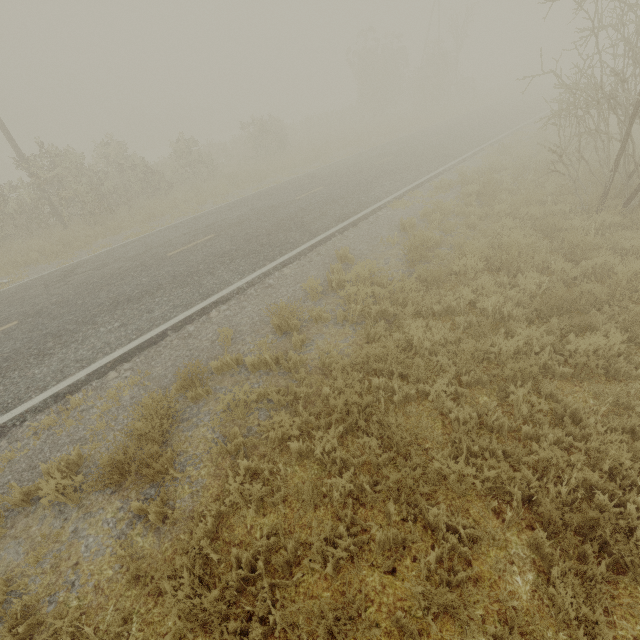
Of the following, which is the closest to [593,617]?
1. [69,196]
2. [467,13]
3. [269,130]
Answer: [69,196]
